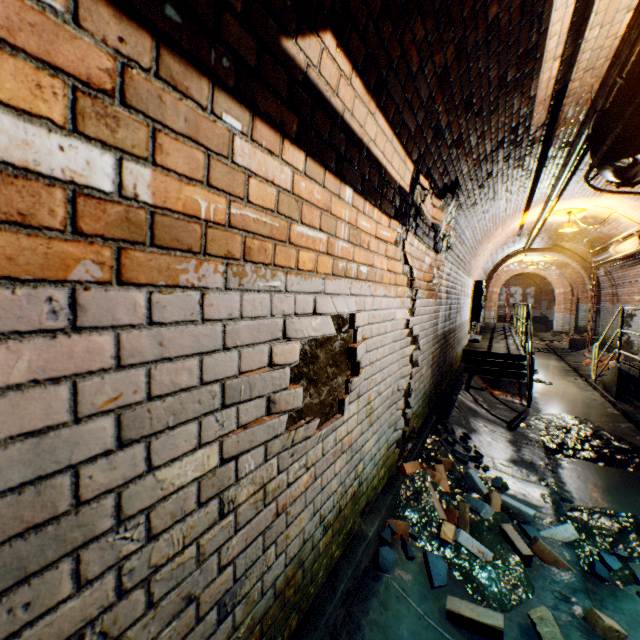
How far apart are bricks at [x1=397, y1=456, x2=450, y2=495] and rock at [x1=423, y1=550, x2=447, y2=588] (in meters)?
0.16

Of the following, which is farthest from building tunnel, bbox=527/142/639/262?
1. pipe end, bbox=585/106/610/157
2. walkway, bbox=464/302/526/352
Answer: pipe end, bbox=585/106/610/157

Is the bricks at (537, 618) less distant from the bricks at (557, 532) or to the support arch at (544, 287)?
the bricks at (557, 532)

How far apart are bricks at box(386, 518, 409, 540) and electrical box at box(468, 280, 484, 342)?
8.5m

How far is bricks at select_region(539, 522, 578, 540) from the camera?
2.91m

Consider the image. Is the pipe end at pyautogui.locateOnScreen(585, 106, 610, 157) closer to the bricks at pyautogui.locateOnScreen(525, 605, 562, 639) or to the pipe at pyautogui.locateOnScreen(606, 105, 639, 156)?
the pipe at pyautogui.locateOnScreen(606, 105, 639, 156)

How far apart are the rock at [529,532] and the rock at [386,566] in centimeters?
110cm

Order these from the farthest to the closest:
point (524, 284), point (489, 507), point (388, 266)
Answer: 1. point (524, 284)
2. point (489, 507)
3. point (388, 266)
